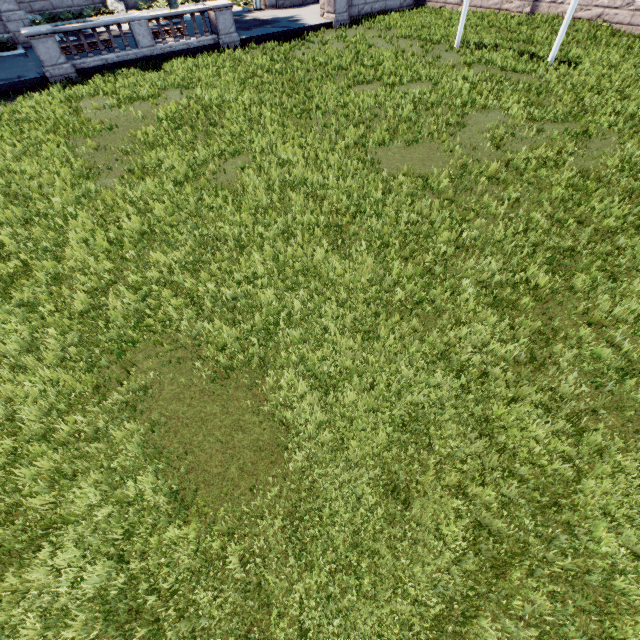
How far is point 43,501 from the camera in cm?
438
